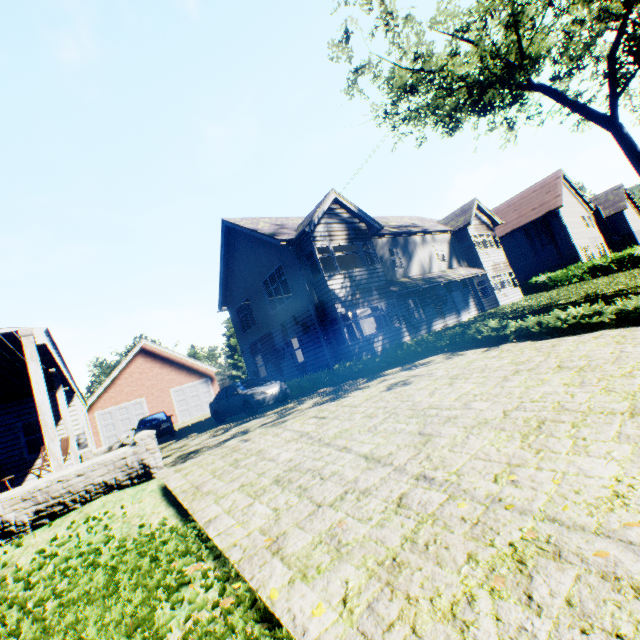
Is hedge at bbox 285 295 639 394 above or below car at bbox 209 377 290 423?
below

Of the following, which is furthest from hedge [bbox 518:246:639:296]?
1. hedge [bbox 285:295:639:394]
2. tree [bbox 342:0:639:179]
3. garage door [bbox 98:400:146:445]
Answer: garage door [bbox 98:400:146:445]

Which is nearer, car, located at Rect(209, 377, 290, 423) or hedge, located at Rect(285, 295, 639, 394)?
hedge, located at Rect(285, 295, 639, 394)

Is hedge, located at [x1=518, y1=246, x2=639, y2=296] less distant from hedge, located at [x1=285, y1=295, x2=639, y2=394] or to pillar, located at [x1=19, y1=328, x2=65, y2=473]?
hedge, located at [x1=285, y1=295, x2=639, y2=394]

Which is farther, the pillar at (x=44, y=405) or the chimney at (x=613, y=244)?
the chimney at (x=613, y=244)

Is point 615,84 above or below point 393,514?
above

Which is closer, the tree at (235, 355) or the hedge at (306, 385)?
the hedge at (306, 385)

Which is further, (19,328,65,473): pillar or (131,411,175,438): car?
(131,411,175,438): car
